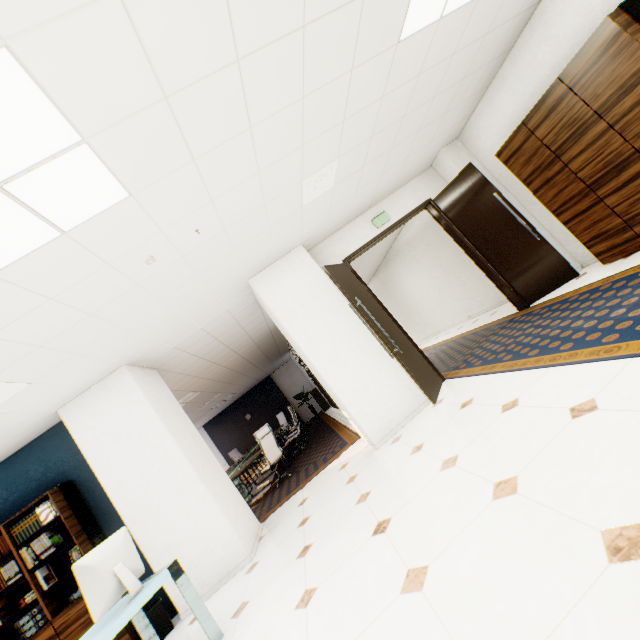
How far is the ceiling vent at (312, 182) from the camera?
3.58m

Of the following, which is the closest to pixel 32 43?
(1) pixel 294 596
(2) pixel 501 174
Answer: (1) pixel 294 596

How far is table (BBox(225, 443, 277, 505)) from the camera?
7.1 meters

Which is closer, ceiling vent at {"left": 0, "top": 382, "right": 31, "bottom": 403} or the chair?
ceiling vent at {"left": 0, "top": 382, "right": 31, "bottom": 403}

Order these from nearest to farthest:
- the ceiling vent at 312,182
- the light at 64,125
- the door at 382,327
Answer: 1. the light at 64,125
2. the ceiling vent at 312,182
3. the door at 382,327

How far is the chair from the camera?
6.64m

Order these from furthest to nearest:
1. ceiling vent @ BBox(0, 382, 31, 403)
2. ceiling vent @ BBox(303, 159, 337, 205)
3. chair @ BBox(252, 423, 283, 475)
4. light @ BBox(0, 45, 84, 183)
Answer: chair @ BBox(252, 423, 283, 475), ceiling vent @ BBox(303, 159, 337, 205), ceiling vent @ BBox(0, 382, 31, 403), light @ BBox(0, 45, 84, 183)

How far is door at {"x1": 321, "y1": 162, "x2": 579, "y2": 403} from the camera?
4.6 meters
